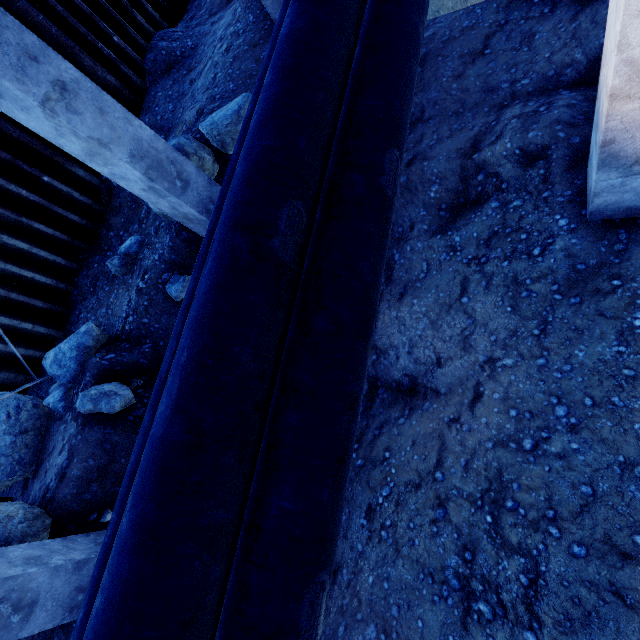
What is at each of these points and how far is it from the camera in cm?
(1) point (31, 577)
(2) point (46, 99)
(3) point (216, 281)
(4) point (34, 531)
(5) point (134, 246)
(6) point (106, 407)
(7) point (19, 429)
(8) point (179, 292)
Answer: (1) concrete column, 318
(2) concrete column, 321
(3) pipe, 205
(4) compgrassrocksplants, 412
(5) compgrassrocksplants, 635
(6) compgrassrocksplants, 464
(7) compgrassrocksplants, 509
(8) compgrassrocksplants, 562

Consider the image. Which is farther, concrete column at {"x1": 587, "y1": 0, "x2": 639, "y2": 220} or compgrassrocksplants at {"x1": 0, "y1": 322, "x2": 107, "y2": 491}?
compgrassrocksplants at {"x1": 0, "y1": 322, "x2": 107, "y2": 491}

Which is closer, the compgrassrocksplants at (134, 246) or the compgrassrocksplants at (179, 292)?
the compgrassrocksplants at (179, 292)

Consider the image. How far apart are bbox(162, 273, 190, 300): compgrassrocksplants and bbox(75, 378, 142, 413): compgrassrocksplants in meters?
1.5

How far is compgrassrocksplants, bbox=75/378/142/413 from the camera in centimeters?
463cm

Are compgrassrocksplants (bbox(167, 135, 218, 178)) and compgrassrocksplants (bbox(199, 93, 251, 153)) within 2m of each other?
yes

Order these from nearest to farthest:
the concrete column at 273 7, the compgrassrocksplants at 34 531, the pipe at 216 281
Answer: the pipe at 216 281, the compgrassrocksplants at 34 531, the concrete column at 273 7

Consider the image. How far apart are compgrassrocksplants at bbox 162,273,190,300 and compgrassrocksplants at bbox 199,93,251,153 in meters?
2.4
